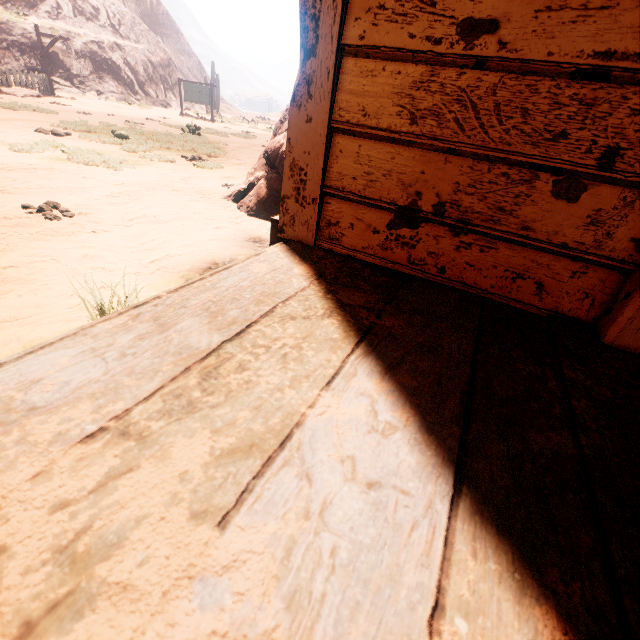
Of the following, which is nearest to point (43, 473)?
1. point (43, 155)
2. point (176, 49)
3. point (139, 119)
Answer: point (43, 155)

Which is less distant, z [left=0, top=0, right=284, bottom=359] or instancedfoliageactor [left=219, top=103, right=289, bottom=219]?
z [left=0, top=0, right=284, bottom=359]

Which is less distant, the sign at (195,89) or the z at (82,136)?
the z at (82,136)

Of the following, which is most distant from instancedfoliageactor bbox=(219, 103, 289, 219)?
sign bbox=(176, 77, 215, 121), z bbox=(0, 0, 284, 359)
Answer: sign bbox=(176, 77, 215, 121)

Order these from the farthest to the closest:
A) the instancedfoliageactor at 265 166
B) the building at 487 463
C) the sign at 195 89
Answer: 1. the sign at 195 89
2. the instancedfoliageactor at 265 166
3. the building at 487 463

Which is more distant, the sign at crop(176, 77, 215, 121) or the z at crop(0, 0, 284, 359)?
the sign at crop(176, 77, 215, 121)

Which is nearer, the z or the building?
the building

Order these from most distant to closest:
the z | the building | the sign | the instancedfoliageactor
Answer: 1. the sign
2. the instancedfoliageactor
3. the z
4. the building
